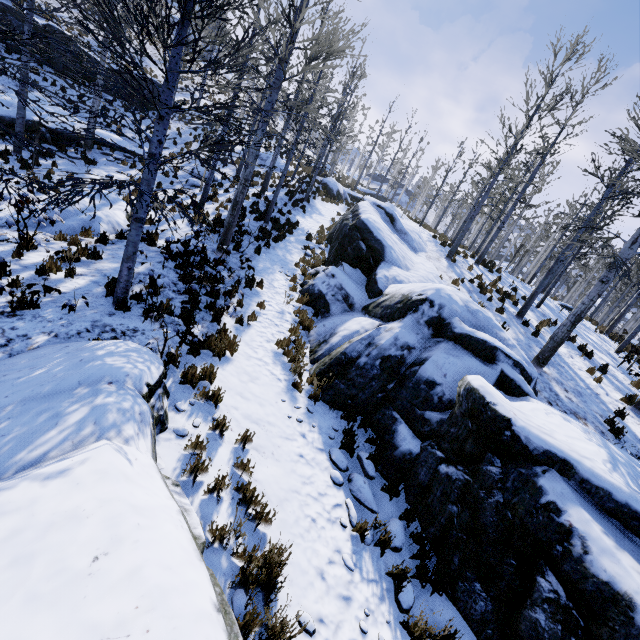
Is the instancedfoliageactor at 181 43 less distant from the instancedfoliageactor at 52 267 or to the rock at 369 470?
the rock at 369 470

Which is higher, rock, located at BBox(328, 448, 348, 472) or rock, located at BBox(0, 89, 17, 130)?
rock, located at BBox(0, 89, 17, 130)

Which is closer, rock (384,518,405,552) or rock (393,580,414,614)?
rock (393,580,414,614)

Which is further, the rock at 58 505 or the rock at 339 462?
the rock at 339 462

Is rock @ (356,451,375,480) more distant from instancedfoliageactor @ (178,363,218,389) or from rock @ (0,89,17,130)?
rock @ (0,89,17,130)

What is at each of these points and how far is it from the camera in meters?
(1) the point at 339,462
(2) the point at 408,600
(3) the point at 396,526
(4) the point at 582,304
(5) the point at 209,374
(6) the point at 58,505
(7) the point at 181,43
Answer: (1) rock, 5.6
(2) rock, 4.2
(3) rock, 5.0
(4) instancedfoliageactor, 7.9
(5) instancedfoliageactor, 5.5
(6) rock, 2.3
(7) instancedfoliageactor, 4.7

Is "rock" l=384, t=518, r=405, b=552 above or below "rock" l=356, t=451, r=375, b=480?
below
